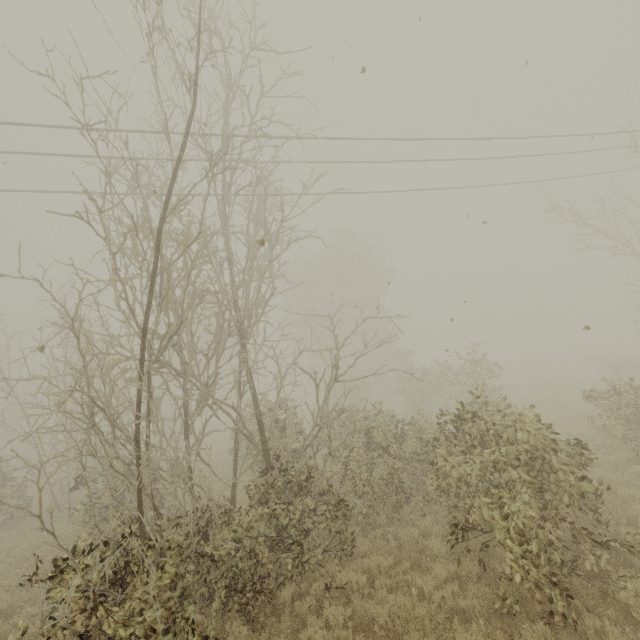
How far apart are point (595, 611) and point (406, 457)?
4.8 meters

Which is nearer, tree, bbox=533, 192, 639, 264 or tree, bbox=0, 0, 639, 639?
tree, bbox=0, 0, 639, 639

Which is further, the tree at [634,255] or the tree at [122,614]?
the tree at [634,255]
